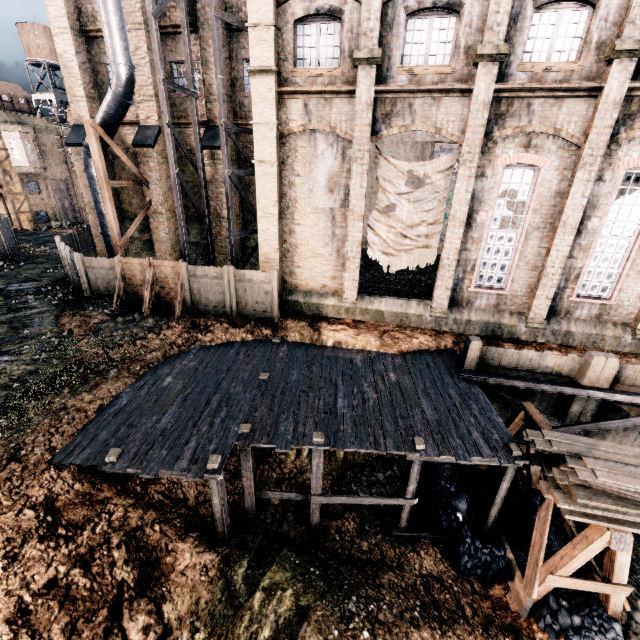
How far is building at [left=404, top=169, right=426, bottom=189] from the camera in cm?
3102

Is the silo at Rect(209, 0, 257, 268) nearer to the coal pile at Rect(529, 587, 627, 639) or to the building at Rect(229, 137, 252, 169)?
the building at Rect(229, 137, 252, 169)

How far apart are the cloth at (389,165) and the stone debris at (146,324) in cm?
1070

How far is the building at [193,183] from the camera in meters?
20.6 m

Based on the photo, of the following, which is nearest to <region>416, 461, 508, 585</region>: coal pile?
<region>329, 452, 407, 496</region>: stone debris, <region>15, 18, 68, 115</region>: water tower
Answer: <region>329, 452, 407, 496</region>: stone debris

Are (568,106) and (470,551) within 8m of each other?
no

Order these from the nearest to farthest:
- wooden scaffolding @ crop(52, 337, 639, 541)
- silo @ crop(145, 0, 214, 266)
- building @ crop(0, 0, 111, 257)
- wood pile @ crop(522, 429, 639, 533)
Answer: wood pile @ crop(522, 429, 639, 533) < wooden scaffolding @ crop(52, 337, 639, 541) < silo @ crop(145, 0, 214, 266) < building @ crop(0, 0, 111, 257)

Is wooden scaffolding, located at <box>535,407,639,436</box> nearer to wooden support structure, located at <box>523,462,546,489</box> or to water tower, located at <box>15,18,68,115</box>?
wooden support structure, located at <box>523,462,546,489</box>
